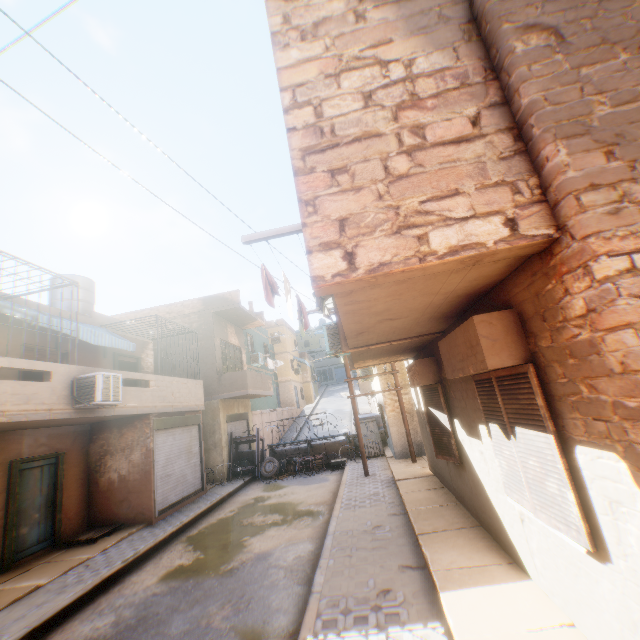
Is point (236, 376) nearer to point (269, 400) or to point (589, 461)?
point (269, 400)

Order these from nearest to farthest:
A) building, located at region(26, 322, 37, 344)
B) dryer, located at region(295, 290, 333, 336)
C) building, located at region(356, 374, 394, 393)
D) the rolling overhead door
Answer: dryer, located at region(295, 290, 333, 336) → building, located at region(26, 322, 37, 344) → the rolling overhead door → building, located at region(356, 374, 394, 393)

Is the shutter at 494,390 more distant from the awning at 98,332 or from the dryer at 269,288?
the awning at 98,332

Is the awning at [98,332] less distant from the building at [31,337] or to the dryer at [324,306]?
the building at [31,337]

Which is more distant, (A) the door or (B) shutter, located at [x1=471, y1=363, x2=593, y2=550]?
(A) the door

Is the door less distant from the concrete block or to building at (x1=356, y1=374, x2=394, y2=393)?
building at (x1=356, y1=374, x2=394, y2=393)

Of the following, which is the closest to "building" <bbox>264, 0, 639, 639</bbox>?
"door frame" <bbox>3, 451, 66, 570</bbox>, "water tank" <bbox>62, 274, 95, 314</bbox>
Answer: "door frame" <bbox>3, 451, 66, 570</bbox>

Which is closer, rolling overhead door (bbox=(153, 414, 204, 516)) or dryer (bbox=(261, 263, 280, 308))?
dryer (bbox=(261, 263, 280, 308))
